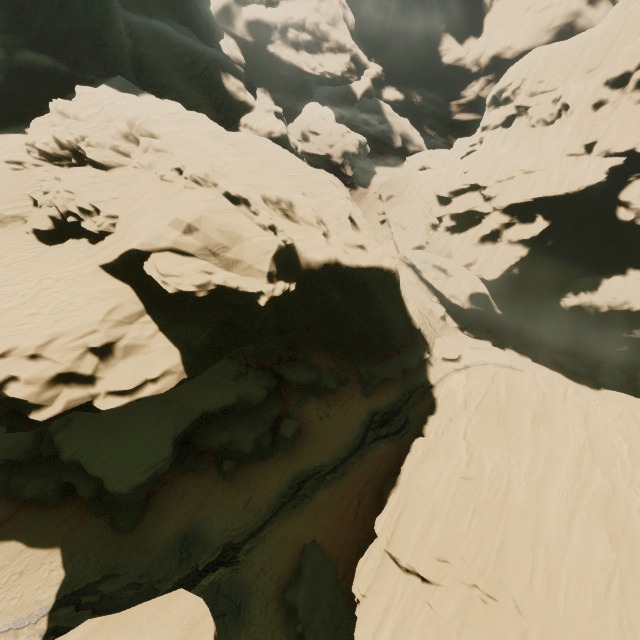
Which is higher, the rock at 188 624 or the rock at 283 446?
the rock at 188 624

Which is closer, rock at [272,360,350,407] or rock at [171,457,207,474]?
rock at [171,457,207,474]

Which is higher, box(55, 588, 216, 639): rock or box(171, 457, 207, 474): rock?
box(55, 588, 216, 639): rock

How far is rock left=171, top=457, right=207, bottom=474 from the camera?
24.5m

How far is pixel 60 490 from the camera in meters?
21.5 m
